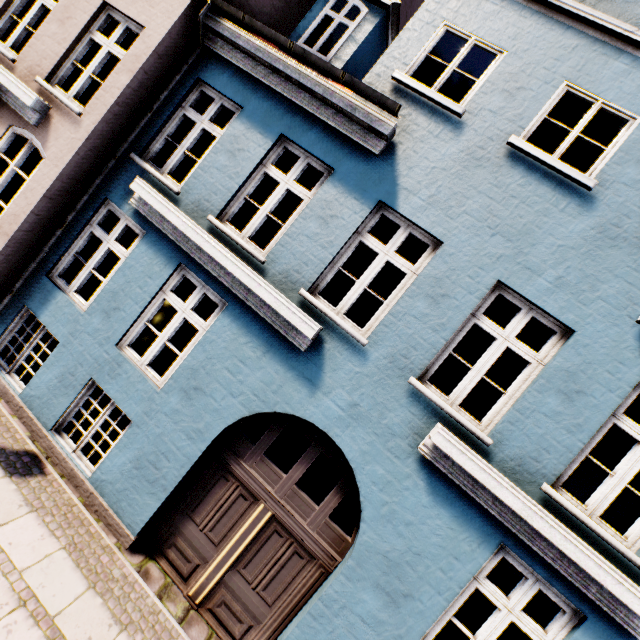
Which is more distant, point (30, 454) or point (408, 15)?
point (408, 15)
